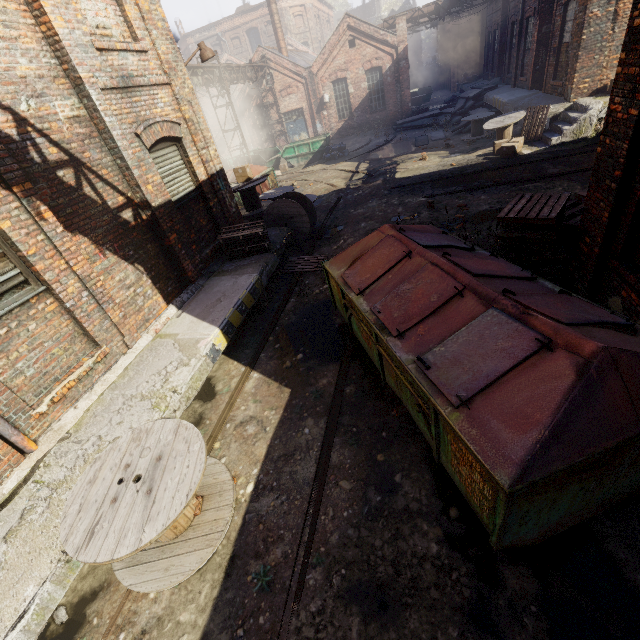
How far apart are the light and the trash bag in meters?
13.3 m

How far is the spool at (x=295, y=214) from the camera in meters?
9.9 m

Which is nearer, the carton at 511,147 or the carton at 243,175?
the carton at 243,175

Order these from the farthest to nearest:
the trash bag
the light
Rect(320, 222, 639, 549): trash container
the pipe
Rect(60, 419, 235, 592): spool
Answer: the trash bag → the pipe → the light → Rect(60, 419, 235, 592): spool → Rect(320, 222, 639, 549): trash container

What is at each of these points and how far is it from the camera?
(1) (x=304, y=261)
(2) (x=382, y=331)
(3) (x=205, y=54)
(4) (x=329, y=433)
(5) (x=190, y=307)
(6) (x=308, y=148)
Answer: (1) pallet, 9.3 meters
(2) trash container, 3.9 meters
(3) light, 8.2 meters
(4) track, 4.6 meters
(5) building, 6.8 meters
(6) container, 21.8 meters

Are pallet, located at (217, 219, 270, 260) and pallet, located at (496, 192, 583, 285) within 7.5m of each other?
yes

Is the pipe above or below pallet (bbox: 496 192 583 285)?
above

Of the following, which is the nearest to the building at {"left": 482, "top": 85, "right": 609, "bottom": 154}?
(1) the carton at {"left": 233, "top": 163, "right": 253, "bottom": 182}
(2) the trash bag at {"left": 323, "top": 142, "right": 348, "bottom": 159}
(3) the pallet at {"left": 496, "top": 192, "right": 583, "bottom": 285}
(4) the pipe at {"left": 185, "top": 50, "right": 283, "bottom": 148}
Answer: (3) the pallet at {"left": 496, "top": 192, "right": 583, "bottom": 285}
